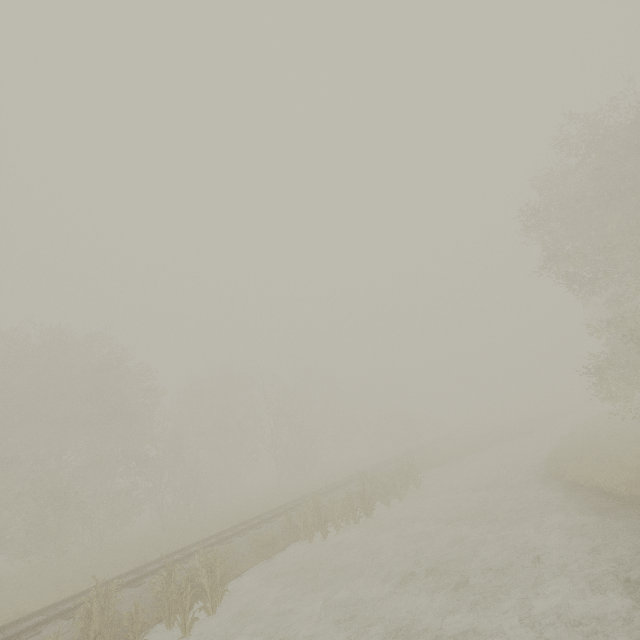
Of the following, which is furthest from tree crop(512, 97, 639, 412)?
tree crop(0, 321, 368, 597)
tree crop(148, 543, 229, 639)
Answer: tree crop(148, 543, 229, 639)

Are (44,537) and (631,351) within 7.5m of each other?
no

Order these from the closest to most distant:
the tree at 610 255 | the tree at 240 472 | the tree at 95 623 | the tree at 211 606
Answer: the tree at 95 623 < the tree at 211 606 < the tree at 610 255 < the tree at 240 472

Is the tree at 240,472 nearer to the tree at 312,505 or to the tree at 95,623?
the tree at 312,505

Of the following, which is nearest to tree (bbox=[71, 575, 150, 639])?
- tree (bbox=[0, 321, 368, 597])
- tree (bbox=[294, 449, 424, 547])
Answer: tree (bbox=[294, 449, 424, 547])

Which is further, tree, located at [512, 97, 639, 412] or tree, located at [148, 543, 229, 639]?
tree, located at [512, 97, 639, 412]

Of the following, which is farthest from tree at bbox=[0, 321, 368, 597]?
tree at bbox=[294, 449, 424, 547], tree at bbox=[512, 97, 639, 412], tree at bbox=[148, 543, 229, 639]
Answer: tree at bbox=[148, 543, 229, 639]

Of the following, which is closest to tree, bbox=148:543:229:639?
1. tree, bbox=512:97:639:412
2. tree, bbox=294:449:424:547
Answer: tree, bbox=294:449:424:547
